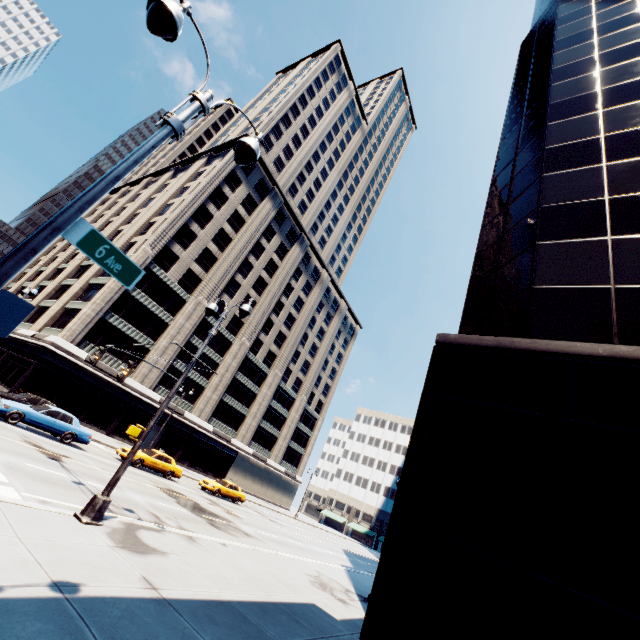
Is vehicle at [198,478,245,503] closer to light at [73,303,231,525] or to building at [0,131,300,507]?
building at [0,131,300,507]

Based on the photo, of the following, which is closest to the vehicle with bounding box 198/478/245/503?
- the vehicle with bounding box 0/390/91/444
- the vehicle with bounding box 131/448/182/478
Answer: the vehicle with bounding box 131/448/182/478

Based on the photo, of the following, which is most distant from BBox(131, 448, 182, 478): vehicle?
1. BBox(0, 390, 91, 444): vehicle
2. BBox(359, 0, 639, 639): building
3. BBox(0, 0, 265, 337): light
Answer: BBox(0, 0, 265, 337): light

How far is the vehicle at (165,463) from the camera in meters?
22.8 m

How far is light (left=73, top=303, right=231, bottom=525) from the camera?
8.2 meters

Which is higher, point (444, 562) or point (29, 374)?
point (444, 562)

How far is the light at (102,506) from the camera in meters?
8.2

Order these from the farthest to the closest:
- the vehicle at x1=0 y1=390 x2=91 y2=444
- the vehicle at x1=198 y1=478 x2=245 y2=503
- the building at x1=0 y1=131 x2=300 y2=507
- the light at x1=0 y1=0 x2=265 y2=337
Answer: the building at x1=0 y1=131 x2=300 y2=507, the vehicle at x1=198 y1=478 x2=245 y2=503, the vehicle at x1=0 y1=390 x2=91 y2=444, the light at x1=0 y1=0 x2=265 y2=337
